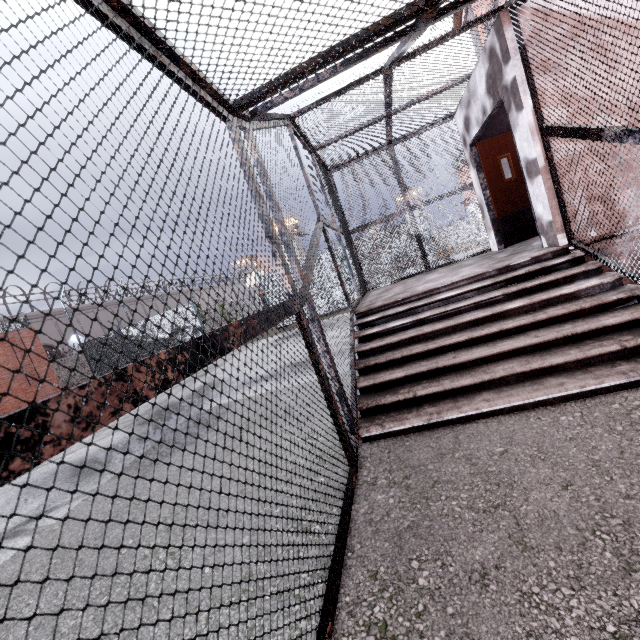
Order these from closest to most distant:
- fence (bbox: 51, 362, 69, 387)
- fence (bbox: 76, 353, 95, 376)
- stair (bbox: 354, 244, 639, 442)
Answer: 1. stair (bbox: 354, 244, 639, 442)
2. fence (bbox: 76, 353, 95, 376)
3. fence (bbox: 51, 362, 69, 387)

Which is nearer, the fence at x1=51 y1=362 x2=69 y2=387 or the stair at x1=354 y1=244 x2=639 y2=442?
the stair at x1=354 y1=244 x2=639 y2=442

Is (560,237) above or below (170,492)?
above

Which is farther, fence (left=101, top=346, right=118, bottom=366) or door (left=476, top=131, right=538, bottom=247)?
fence (left=101, top=346, right=118, bottom=366)

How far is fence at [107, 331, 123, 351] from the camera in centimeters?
1812cm

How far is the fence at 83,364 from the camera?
18.86m

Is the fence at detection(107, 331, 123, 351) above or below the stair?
above

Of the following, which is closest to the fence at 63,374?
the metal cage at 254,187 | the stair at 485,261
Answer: the metal cage at 254,187
